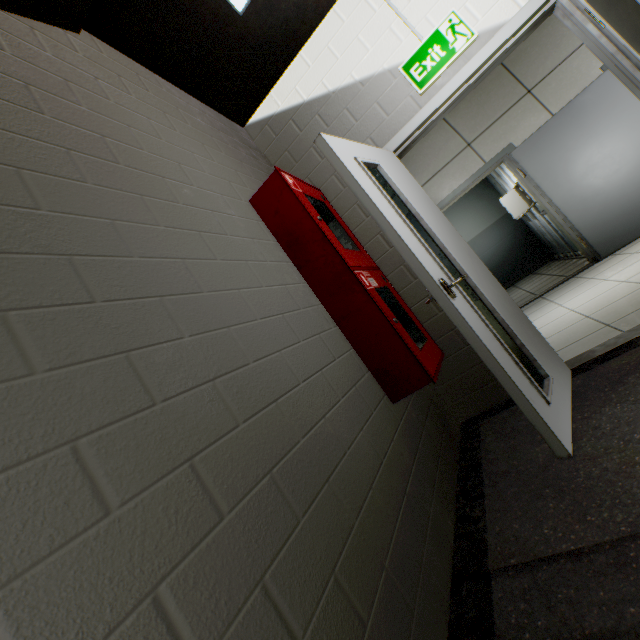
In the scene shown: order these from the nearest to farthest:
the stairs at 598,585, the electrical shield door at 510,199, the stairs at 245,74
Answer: the stairs at 598,585 → the stairs at 245,74 → the electrical shield door at 510,199

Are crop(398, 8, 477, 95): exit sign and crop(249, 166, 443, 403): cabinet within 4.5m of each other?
yes

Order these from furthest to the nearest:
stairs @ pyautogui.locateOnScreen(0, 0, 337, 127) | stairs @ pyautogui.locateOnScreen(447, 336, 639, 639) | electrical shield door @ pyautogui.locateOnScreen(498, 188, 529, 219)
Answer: electrical shield door @ pyautogui.locateOnScreen(498, 188, 529, 219), stairs @ pyautogui.locateOnScreen(0, 0, 337, 127), stairs @ pyautogui.locateOnScreen(447, 336, 639, 639)

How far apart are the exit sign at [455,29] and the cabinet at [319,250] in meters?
1.0 m

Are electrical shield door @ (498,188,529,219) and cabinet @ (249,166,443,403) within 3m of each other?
no

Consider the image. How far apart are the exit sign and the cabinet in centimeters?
101cm

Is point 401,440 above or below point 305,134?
below

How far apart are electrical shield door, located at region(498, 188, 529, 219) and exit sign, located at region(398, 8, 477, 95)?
4.8 meters
